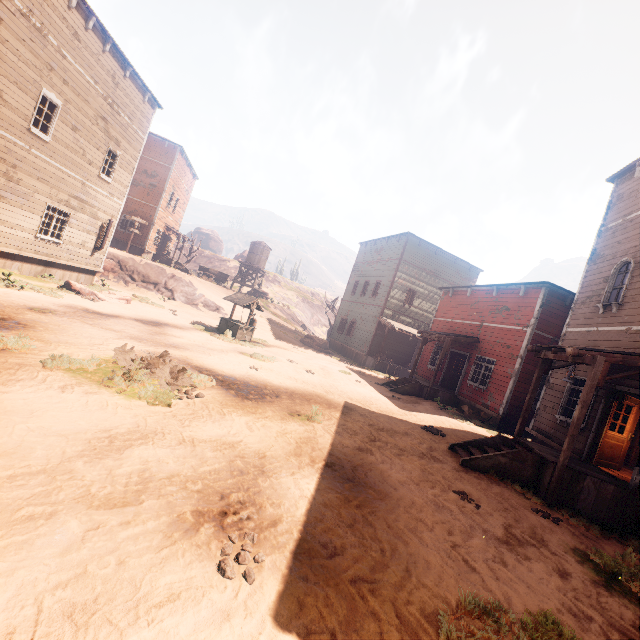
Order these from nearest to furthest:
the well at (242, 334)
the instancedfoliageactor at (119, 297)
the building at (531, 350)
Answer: the building at (531, 350), the instancedfoliageactor at (119, 297), the well at (242, 334)

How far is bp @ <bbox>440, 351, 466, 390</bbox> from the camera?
18.6m

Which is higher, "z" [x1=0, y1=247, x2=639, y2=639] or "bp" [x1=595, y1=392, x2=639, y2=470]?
"bp" [x1=595, y1=392, x2=639, y2=470]

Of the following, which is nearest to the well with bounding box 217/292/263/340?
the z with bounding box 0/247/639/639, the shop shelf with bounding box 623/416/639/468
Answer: the z with bounding box 0/247/639/639

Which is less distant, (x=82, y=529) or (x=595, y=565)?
(x=82, y=529)

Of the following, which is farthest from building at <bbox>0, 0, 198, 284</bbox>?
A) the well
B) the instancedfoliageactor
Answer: the well

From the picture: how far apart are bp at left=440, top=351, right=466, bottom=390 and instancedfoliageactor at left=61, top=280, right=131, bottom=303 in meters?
17.4

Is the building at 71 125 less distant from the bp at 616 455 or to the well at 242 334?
the bp at 616 455
